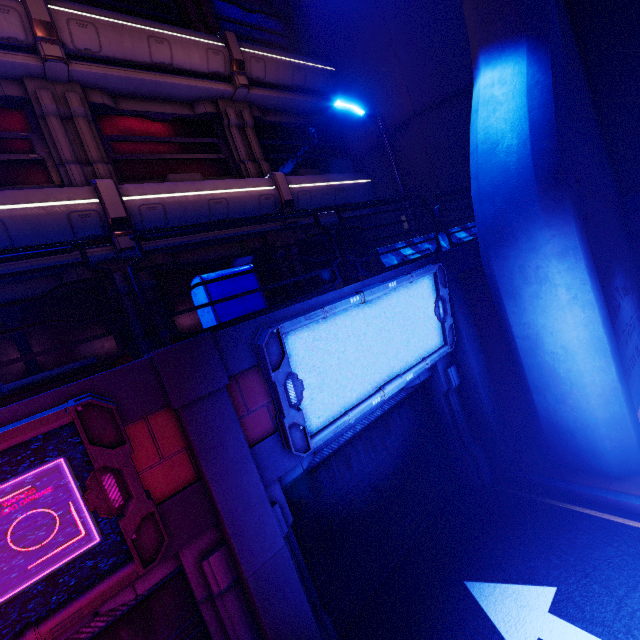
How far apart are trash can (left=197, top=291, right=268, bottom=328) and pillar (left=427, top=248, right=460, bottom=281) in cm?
326

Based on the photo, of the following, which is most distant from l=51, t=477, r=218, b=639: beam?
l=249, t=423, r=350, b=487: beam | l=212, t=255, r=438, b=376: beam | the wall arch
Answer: the wall arch

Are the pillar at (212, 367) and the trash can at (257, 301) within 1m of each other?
yes

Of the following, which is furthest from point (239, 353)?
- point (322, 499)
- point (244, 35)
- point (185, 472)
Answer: point (244, 35)

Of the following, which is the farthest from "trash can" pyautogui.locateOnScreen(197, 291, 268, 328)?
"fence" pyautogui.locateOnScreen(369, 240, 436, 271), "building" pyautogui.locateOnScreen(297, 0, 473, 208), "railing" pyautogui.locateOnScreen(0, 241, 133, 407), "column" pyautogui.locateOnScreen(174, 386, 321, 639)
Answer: "building" pyautogui.locateOnScreen(297, 0, 473, 208)

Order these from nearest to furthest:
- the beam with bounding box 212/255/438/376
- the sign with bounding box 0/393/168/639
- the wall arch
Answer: the sign with bounding box 0/393/168/639
the beam with bounding box 212/255/438/376
the wall arch

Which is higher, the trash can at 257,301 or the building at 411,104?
the building at 411,104

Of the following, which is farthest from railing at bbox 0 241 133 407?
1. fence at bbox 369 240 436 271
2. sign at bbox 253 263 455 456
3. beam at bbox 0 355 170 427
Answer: fence at bbox 369 240 436 271
